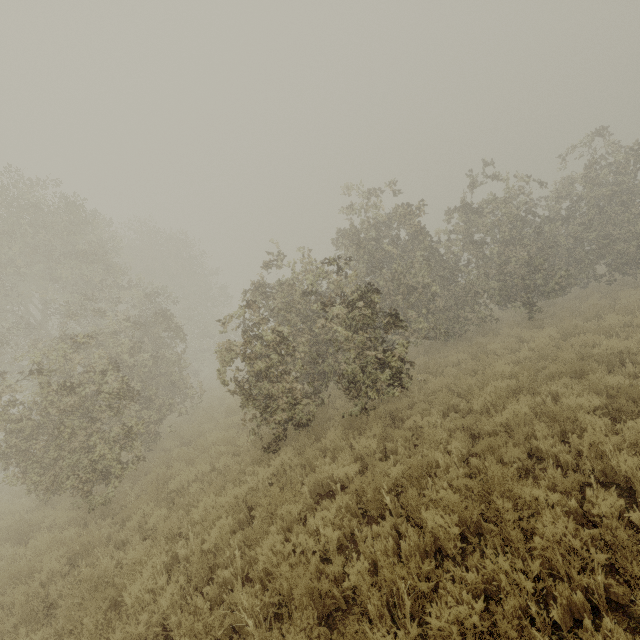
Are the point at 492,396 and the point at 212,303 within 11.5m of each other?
no
